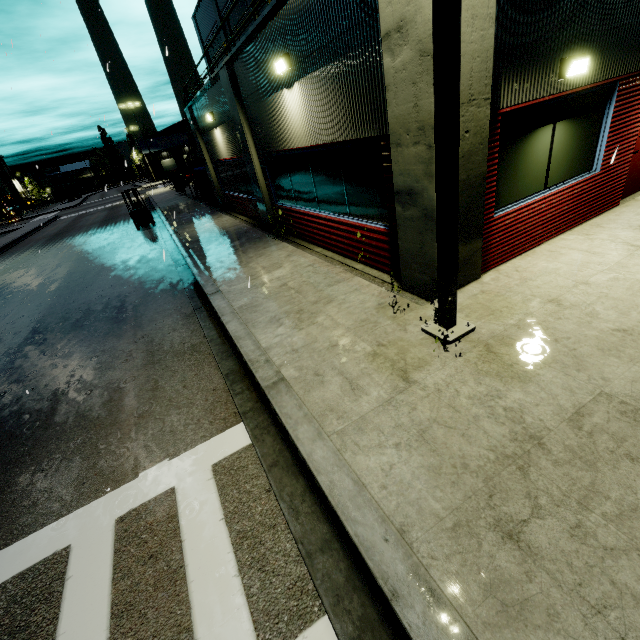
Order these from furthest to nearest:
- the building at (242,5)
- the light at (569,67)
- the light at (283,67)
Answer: the building at (242,5) < the light at (283,67) < the light at (569,67)

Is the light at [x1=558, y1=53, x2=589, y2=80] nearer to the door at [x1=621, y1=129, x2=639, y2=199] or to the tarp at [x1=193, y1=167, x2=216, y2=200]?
the door at [x1=621, y1=129, x2=639, y2=199]

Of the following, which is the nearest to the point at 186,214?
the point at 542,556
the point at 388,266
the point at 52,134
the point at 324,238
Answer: the point at 52,134

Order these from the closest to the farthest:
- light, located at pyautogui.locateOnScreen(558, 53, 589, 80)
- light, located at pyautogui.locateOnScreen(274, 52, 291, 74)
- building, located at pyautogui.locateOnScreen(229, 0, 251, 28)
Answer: light, located at pyautogui.locateOnScreen(558, 53, 589, 80) < light, located at pyautogui.locateOnScreen(274, 52, 291, 74) < building, located at pyautogui.locateOnScreen(229, 0, 251, 28)

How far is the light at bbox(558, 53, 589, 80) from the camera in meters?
4.8

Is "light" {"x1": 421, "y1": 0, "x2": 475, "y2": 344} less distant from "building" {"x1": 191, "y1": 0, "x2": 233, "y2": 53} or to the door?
"building" {"x1": 191, "y1": 0, "x2": 233, "y2": 53}

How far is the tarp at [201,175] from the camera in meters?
19.4

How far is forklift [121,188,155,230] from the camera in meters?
18.7 m
